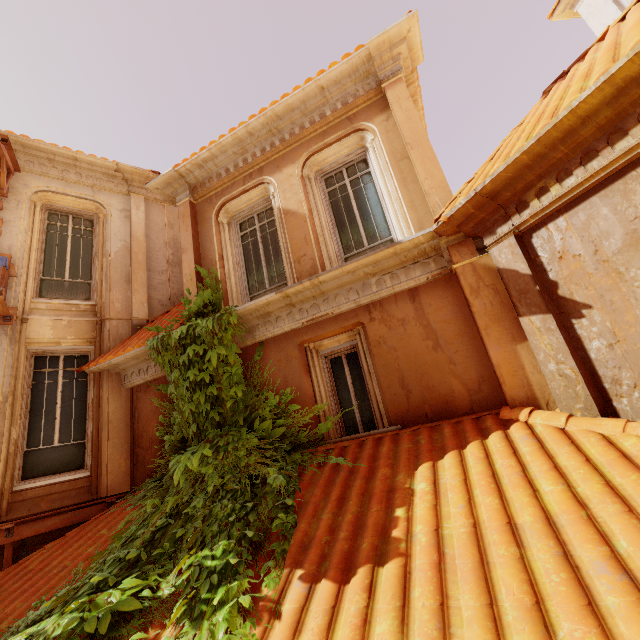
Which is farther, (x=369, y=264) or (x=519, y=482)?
(x=369, y=264)

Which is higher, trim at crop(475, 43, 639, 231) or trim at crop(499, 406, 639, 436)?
trim at crop(475, 43, 639, 231)

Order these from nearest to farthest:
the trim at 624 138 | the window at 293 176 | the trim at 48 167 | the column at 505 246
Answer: the trim at 624 138 → the column at 505 246 → the window at 293 176 → the trim at 48 167

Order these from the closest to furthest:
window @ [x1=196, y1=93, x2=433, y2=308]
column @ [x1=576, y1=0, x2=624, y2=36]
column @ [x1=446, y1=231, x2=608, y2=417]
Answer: column @ [x1=446, y1=231, x2=608, y2=417] < window @ [x1=196, y1=93, x2=433, y2=308] < column @ [x1=576, y1=0, x2=624, y2=36]

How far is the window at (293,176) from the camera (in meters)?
5.72

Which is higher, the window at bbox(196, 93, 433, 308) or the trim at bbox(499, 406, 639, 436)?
the window at bbox(196, 93, 433, 308)

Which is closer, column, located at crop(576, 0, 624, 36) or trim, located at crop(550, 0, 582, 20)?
column, located at crop(576, 0, 624, 36)

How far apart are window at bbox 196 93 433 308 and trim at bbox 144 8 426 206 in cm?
1
